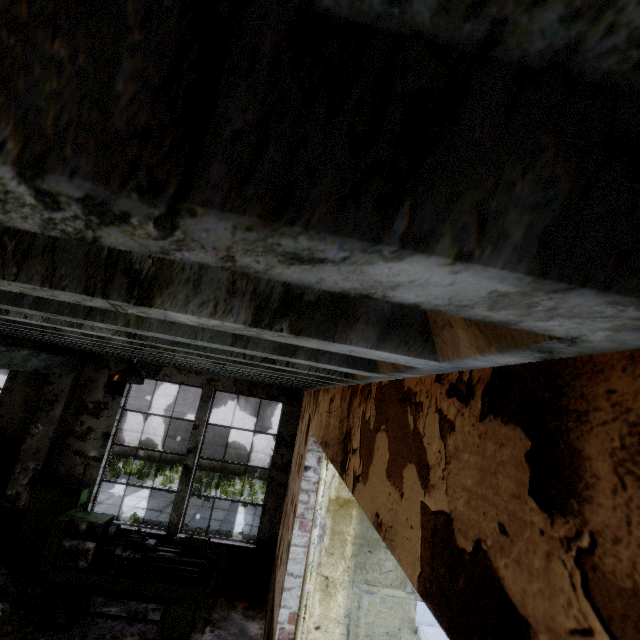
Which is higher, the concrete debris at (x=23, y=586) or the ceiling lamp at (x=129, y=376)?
the ceiling lamp at (x=129, y=376)

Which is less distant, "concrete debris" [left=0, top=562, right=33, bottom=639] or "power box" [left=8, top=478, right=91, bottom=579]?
"concrete debris" [left=0, top=562, right=33, bottom=639]

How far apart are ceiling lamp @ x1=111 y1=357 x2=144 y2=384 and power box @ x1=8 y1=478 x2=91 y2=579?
3.76m

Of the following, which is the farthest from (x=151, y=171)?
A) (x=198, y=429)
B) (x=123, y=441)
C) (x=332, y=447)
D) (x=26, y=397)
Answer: (x=123, y=441)

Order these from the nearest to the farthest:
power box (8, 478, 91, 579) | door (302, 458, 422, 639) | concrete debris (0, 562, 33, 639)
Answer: door (302, 458, 422, 639) → concrete debris (0, 562, 33, 639) → power box (8, 478, 91, 579)

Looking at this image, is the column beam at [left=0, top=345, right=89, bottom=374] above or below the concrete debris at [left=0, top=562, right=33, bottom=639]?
above

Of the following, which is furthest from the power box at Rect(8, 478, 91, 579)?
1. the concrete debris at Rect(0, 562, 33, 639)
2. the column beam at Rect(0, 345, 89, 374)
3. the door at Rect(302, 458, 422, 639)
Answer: the door at Rect(302, 458, 422, 639)

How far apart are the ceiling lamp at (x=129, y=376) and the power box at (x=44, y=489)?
3.76m
